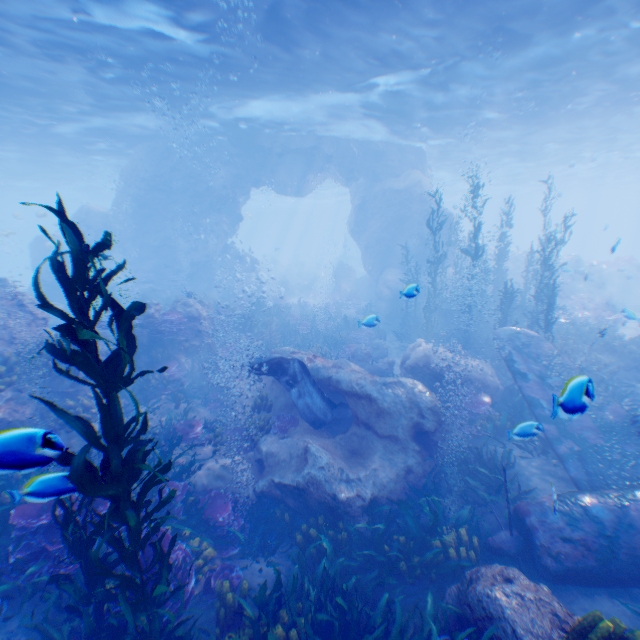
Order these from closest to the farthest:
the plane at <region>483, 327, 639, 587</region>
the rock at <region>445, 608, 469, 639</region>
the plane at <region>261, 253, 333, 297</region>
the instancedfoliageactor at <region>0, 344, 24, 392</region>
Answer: the rock at <region>445, 608, 469, 639</region>, the plane at <region>483, 327, 639, 587</region>, the instancedfoliageactor at <region>0, 344, 24, 392</region>, the plane at <region>261, 253, 333, 297</region>

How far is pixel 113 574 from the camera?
3.5 meters

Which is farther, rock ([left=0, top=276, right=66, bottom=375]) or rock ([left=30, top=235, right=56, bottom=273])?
rock ([left=30, top=235, right=56, bottom=273])

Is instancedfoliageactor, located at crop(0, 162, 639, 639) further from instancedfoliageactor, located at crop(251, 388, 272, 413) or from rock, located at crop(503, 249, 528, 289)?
instancedfoliageactor, located at crop(251, 388, 272, 413)

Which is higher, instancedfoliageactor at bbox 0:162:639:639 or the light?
the light

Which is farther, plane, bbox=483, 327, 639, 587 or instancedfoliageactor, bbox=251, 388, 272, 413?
instancedfoliageactor, bbox=251, 388, 272, 413

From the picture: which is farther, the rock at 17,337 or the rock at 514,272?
the rock at 514,272

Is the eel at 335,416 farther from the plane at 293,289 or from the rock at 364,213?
the plane at 293,289
